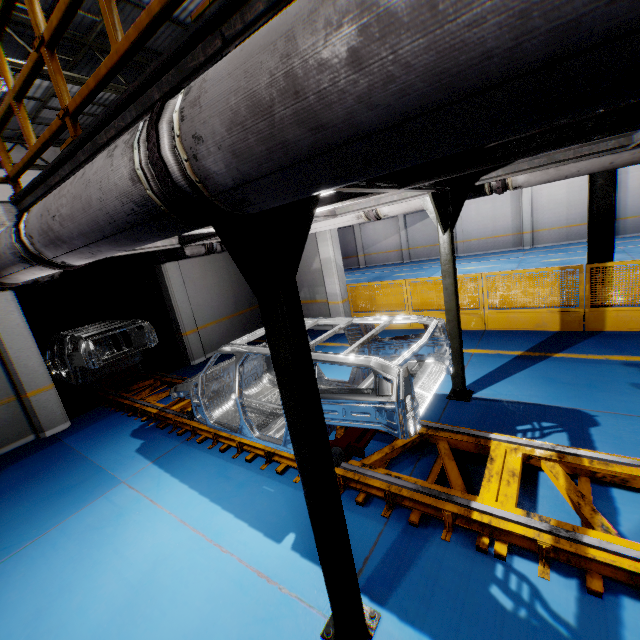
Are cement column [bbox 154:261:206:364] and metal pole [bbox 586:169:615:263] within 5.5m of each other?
no

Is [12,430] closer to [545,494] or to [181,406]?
[181,406]

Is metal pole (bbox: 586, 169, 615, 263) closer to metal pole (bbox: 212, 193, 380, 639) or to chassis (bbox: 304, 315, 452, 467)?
chassis (bbox: 304, 315, 452, 467)

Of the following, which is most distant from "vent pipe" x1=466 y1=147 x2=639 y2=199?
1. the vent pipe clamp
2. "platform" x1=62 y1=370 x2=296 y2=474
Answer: the vent pipe clamp

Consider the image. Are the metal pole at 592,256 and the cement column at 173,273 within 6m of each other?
no

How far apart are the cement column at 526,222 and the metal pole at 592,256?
14.5 meters

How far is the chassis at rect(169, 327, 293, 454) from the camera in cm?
442

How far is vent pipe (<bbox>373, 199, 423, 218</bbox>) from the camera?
5.3 meters
